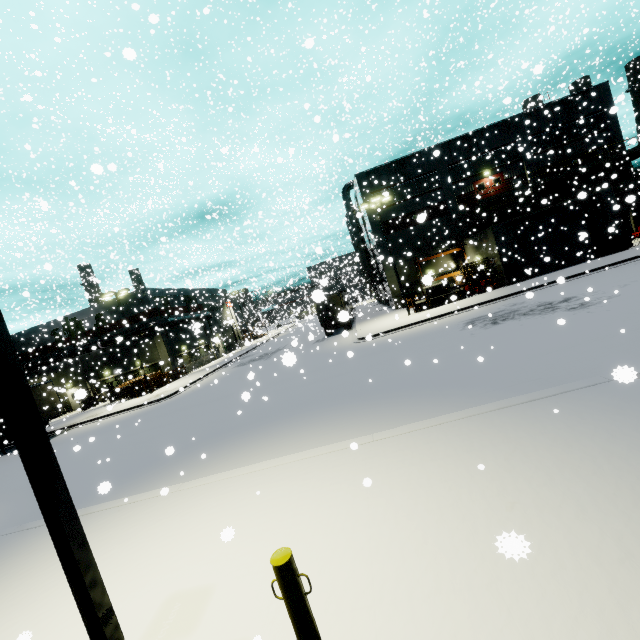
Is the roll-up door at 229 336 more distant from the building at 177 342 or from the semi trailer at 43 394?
the semi trailer at 43 394

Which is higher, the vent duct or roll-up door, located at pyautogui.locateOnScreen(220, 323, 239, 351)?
the vent duct

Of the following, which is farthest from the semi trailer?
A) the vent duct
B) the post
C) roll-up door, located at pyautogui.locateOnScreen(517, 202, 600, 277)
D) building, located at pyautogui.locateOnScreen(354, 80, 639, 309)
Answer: roll-up door, located at pyautogui.locateOnScreen(517, 202, 600, 277)

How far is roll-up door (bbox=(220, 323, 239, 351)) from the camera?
48.27m

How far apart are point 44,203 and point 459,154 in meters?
35.1

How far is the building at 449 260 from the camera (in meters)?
30.44

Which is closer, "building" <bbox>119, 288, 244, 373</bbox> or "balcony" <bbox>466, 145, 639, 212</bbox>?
"balcony" <bbox>466, 145, 639, 212</bbox>

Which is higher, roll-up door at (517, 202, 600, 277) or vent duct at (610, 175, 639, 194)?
vent duct at (610, 175, 639, 194)
